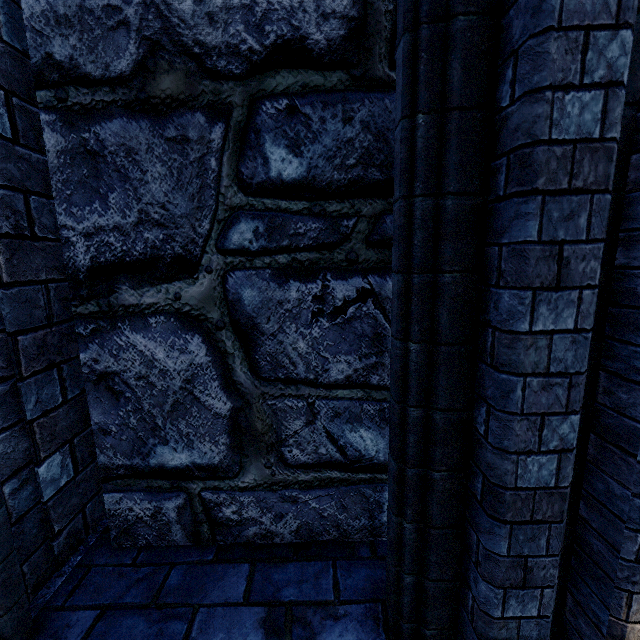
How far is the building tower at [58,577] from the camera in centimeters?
131cm

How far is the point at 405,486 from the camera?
1.02m

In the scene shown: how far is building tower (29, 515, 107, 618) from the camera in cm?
131
